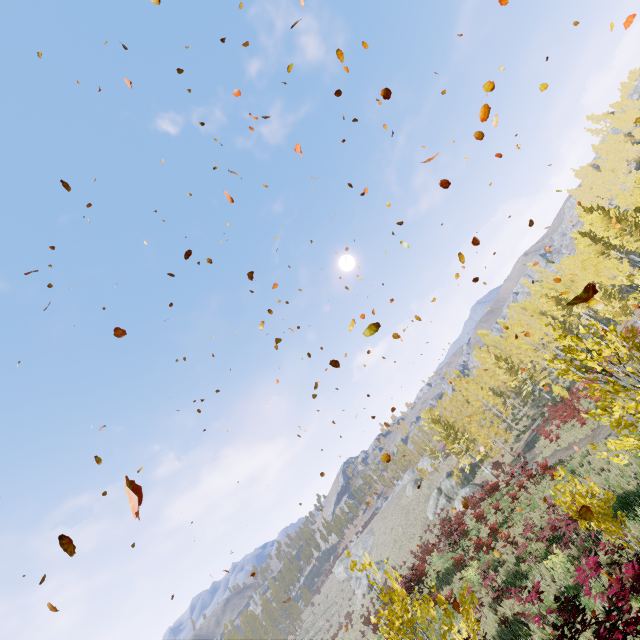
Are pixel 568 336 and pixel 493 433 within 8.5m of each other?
no

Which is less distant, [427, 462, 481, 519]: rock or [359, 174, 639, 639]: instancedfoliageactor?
[359, 174, 639, 639]: instancedfoliageactor

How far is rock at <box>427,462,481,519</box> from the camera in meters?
39.8 m

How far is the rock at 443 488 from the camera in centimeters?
3984cm

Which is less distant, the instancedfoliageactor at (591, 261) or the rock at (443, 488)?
the instancedfoliageactor at (591, 261)
